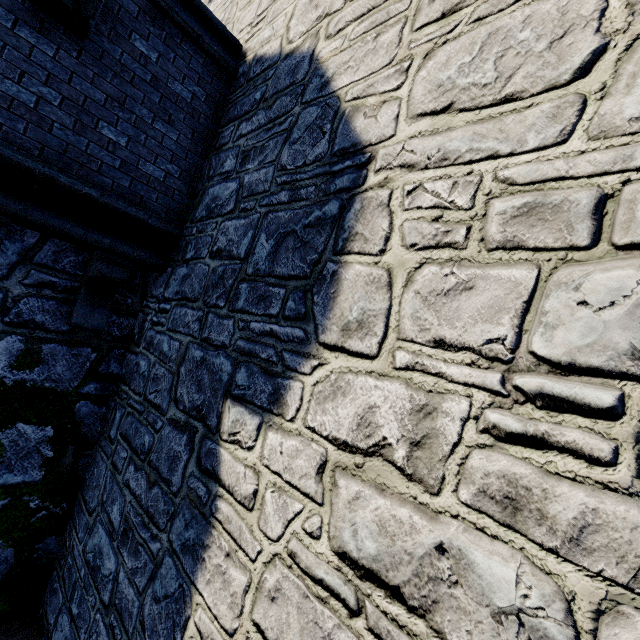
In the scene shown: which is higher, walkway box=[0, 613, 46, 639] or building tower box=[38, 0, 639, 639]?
building tower box=[38, 0, 639, 639]

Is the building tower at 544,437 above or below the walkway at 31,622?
above

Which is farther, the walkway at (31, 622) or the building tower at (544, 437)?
the walkway at (31, 622)

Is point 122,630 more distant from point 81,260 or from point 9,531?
point 81,260

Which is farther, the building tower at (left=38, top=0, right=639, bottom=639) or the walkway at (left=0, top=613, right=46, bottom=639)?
the walkway at (left=0, top=613, right=46, bottom=639)
